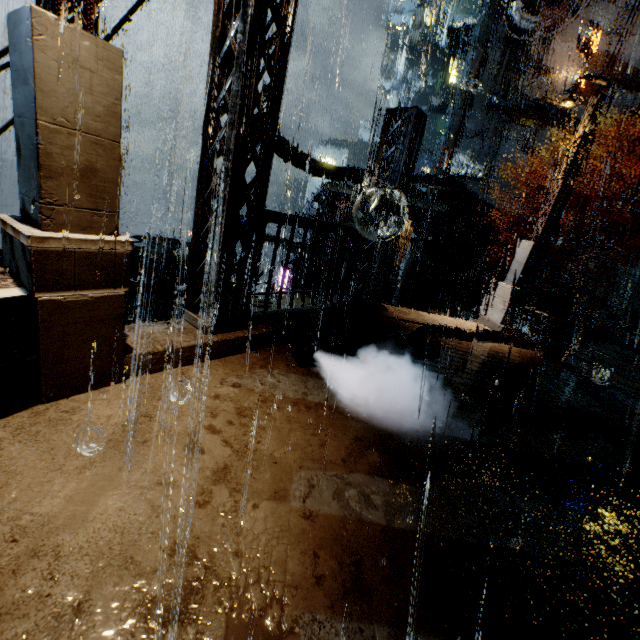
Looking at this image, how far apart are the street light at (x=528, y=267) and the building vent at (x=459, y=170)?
36.5m

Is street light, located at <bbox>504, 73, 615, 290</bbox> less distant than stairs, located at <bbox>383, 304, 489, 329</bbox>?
Yes

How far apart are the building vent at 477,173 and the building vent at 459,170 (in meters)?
0.24

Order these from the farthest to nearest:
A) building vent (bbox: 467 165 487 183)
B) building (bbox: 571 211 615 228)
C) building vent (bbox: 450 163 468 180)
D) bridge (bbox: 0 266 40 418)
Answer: building vent (bbox: 450 163 468 180)
building vent (bbox: 467 165 487 183)
building (bbox: 571 211 615 228)
bridge (bbox: 0 266 40 418)

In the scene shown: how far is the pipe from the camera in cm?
540

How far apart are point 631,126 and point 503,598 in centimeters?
4708cm

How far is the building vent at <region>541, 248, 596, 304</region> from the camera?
29.66m

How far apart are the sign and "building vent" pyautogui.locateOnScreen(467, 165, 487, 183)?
11.42m
